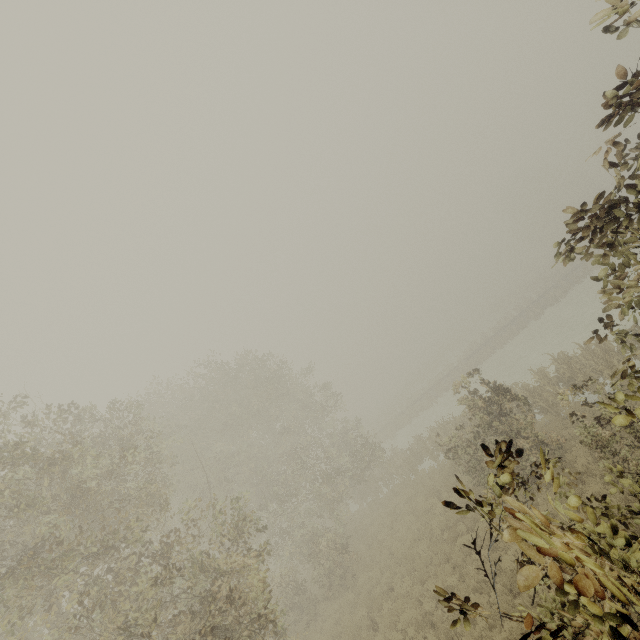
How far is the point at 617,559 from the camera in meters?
1.3

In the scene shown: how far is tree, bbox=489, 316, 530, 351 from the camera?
35.4m

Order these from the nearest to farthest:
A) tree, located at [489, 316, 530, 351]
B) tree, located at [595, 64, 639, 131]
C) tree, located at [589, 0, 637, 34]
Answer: tree, located at [589, 0, 637, 34] < tree, located at [595, 64, 639, 131] < tree, located at [489, 316, 530, 351]

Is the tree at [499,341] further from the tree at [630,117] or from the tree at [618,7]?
the tree at [618,7]

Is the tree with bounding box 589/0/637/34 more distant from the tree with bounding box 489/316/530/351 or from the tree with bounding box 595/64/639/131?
the tree with bounding box 489/316/530/351

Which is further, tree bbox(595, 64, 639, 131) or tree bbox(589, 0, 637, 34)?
tree bbox(595, 64, 639, 131)
